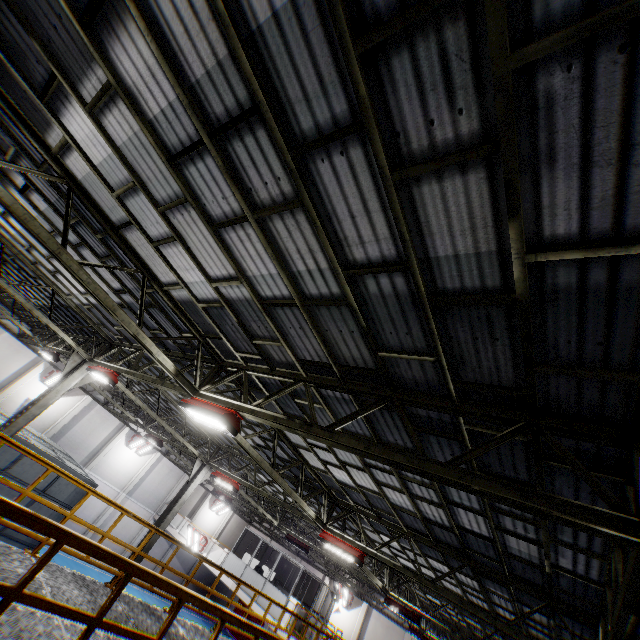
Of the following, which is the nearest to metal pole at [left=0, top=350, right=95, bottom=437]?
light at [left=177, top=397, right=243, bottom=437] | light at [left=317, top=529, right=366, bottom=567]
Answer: light at [left=177, top=397, right=243, bottom=437]

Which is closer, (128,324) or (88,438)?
(128,324)

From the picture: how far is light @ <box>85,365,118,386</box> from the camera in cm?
1049

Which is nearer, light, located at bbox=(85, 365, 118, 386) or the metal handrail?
the metal handrail

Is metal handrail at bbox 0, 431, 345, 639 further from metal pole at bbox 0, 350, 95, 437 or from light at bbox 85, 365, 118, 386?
metal pole at bbox 0, 350, 95, 437

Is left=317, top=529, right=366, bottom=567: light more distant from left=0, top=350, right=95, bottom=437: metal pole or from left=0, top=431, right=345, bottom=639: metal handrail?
left=0, top=350, right=95, bottom=437: metal pole

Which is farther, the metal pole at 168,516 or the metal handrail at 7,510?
the metal pole at 168,516

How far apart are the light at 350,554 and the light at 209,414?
7.0 meters
